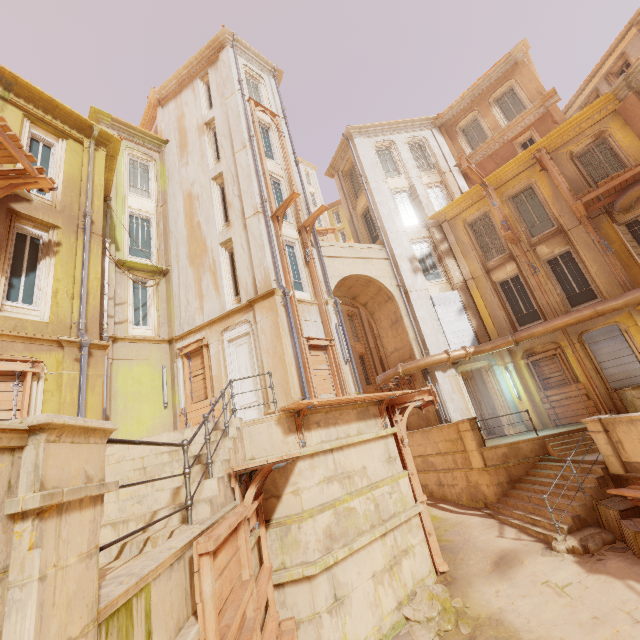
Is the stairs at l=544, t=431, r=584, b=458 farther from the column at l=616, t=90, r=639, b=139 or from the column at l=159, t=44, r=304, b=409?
the column at l=159, t=44, r=304, b=409

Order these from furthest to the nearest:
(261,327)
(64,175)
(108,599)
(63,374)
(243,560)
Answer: (261,327), (64,175), (63,374), (243,560), (108,599)

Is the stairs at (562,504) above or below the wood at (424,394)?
below

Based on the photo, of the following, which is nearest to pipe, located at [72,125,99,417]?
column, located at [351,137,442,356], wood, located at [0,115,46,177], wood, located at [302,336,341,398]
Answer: wood, located at [0,115,46,177]

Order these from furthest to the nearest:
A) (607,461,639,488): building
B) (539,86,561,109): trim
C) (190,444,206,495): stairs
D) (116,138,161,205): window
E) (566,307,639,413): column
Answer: (539,86,561,109): trim
(116,138,161,205): window
(566,307,639,413): column
(607,461,639,488): building
(190,444,206,495): stairs

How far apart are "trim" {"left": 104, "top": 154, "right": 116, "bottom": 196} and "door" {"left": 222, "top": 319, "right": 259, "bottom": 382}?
7.9 meters

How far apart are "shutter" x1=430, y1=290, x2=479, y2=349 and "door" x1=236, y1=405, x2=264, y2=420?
9.69m

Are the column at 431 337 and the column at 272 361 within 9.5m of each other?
yes
